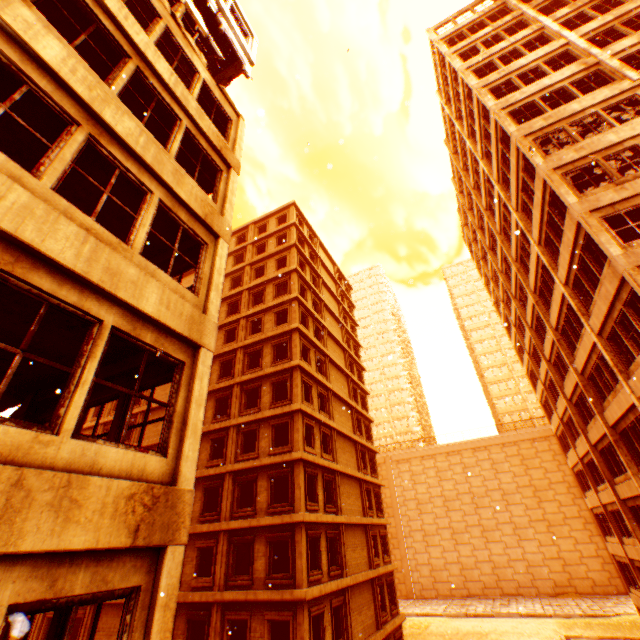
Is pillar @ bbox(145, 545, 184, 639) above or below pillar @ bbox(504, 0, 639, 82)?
below

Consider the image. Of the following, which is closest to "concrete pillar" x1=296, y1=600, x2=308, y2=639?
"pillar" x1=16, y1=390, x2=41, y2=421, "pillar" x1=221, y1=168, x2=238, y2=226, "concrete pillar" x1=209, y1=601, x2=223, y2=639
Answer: "concrete pillar" x1=209, y1=601, x2=223, y2=639

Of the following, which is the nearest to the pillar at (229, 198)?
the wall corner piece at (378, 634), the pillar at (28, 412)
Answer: the pillar at (28, 412)

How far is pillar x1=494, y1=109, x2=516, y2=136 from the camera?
16.6m

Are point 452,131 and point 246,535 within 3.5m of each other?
no

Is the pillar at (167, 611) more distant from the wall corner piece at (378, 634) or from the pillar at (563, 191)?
the wall corner piece at (378, 634)

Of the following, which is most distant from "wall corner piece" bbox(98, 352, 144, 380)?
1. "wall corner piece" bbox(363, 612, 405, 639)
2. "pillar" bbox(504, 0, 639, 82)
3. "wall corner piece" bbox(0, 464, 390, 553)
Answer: "wall corner piece" bbox(363, 612, 405, 639)
